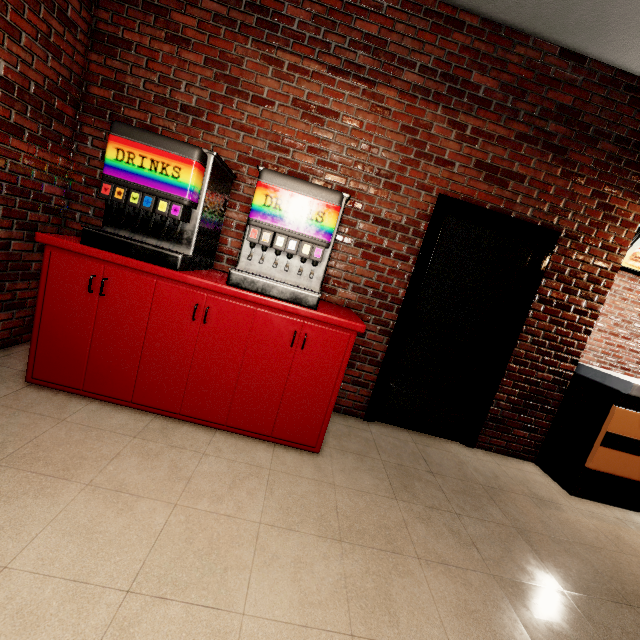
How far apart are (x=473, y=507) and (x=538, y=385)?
1.5m
